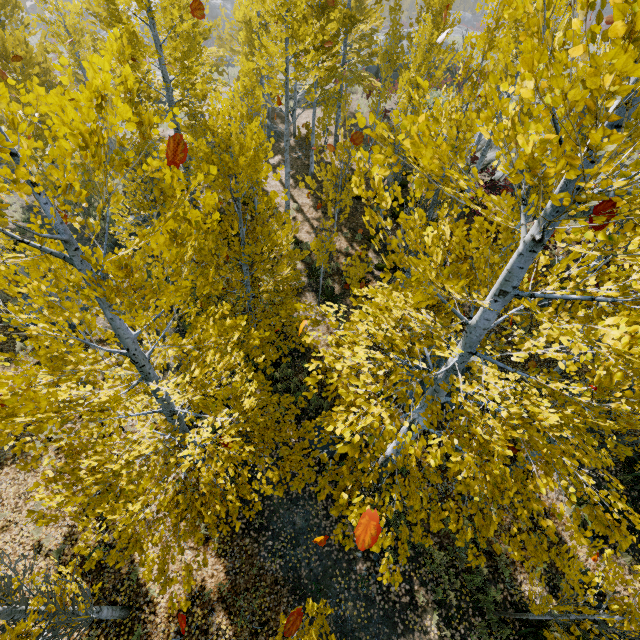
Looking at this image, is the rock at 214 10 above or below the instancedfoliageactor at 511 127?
below

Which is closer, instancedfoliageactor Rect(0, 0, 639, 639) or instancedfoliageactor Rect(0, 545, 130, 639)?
instancedfoliageactor Rect(0, 0, 639, 639)

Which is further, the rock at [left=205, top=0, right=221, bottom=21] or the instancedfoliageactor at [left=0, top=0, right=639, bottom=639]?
the rock at [left=205, top=0, right=221, bottom=21]

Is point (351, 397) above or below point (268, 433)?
above

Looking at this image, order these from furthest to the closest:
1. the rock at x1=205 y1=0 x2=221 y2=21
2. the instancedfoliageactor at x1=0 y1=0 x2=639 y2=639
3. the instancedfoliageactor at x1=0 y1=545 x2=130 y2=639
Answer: the rock at x1=205 y1=0 x2=221 y2=21
the instancedfoliageactor at x1=0 y1=545 x2=130 y2=639
the instancedfoliageactor at x1=0 y1=0 x2=639 y2=639

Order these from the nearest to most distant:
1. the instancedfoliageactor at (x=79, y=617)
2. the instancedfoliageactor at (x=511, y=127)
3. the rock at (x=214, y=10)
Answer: the instancedfoliageactor at (x=511, y=127) < the instancedfoliageactor at (x=79, y=617) < the rock at (x=214, y=10)
